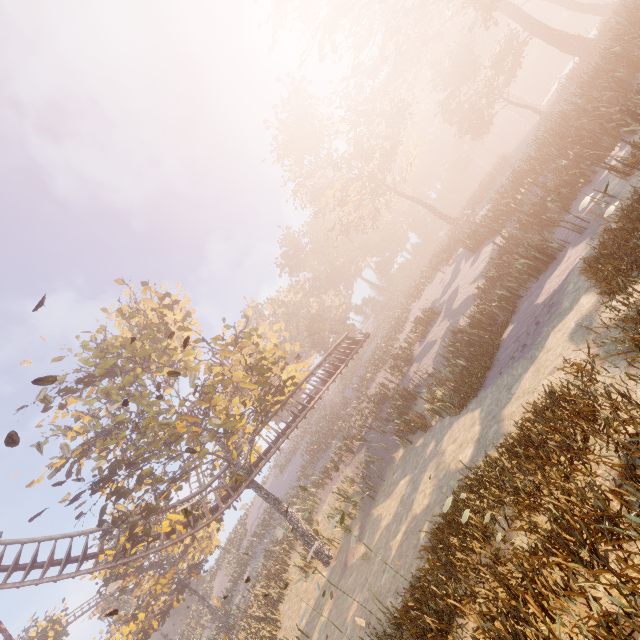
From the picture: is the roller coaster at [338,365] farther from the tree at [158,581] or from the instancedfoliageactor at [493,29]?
the instancedfoliageactor at [493,29]

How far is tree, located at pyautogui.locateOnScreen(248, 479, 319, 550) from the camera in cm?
1856

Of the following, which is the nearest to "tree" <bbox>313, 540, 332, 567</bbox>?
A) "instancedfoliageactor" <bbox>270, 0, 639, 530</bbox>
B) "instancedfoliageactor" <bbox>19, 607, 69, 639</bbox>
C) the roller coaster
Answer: the roller coaster

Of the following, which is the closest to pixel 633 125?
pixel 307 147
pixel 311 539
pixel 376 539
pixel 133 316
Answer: pixel 376 539

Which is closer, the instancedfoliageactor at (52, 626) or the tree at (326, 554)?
the tree at (326, 554)

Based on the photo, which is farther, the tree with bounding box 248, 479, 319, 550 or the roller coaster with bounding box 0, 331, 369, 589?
the tree with bounding box 248, 479, 319, 550

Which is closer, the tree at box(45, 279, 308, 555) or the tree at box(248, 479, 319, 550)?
the tree at box(45, 279, 308, 555)

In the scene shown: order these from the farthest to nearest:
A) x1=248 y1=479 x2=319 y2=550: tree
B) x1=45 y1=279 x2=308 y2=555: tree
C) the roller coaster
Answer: x1=248 y1=479 x2=319 y2=550: tree → the roller coaster → x1=45 y1=279 x2=308 y2=555: tree
